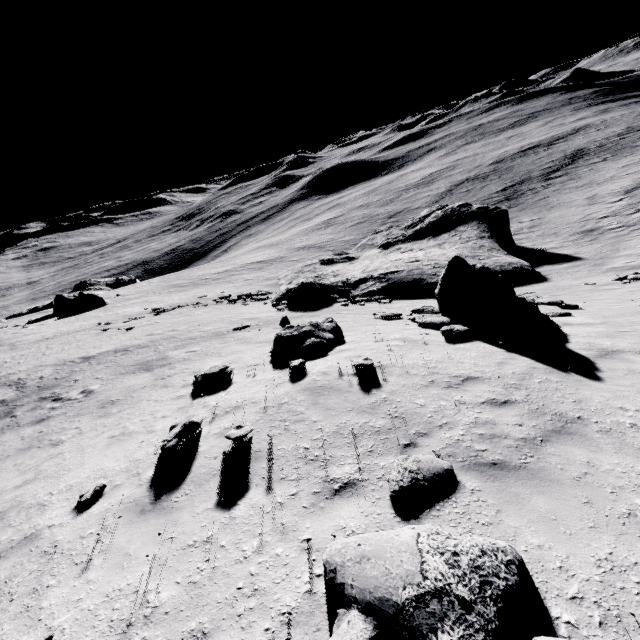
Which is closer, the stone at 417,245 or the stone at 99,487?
the stone at 99,487

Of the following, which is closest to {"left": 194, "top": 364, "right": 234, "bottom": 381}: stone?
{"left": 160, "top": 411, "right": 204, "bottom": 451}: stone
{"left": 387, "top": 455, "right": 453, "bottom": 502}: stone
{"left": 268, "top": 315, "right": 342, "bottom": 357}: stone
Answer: {"left": 268, "top": 315, "right": 342, "bottom": 357}: stone

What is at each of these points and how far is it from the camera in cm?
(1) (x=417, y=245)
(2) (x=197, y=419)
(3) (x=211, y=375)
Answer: (1) stone, 3600
(2) stone, 708
(3) stone, 1052

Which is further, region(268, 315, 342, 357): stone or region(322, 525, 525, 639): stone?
region(268, 315, 342, 357): stone

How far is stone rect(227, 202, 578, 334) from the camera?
11.0m

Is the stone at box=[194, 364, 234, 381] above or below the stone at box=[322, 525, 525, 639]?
below

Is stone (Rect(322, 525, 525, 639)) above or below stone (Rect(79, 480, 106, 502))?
above

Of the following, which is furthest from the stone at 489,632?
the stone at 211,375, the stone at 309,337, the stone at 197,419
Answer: the stone at 211,375
